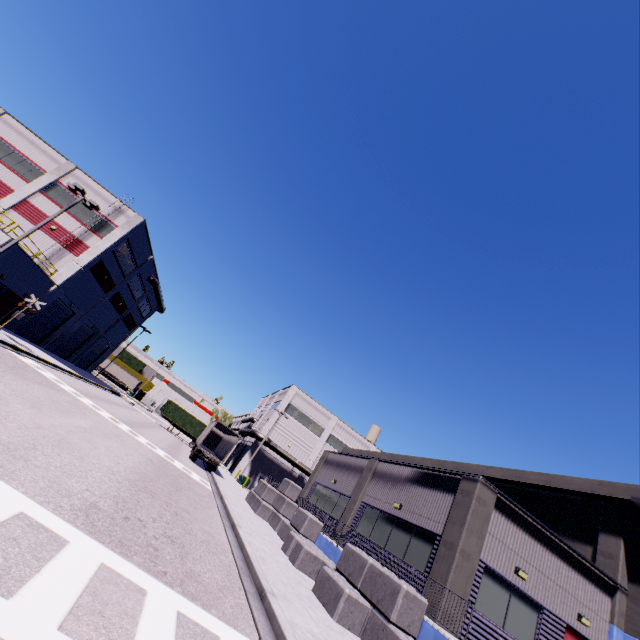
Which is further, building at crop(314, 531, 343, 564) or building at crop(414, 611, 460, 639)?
building at crop(314, 531, 343, 564)

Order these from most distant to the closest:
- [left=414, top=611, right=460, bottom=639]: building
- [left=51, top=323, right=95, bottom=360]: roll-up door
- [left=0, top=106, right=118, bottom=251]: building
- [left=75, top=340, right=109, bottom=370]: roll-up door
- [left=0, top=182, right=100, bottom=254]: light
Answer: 1. [left=75, top=340, right=109, bottom=370]: roll-up door
2. [left=51, top=323, right=95, bottom=360]: roll-up door
3. [left=0, top=106, right=118, bottom=251]: building
4. [left=0, top=182, right=100, bottom=254]: light
5. [left=414, top=611, right=460, bottom=639]: building

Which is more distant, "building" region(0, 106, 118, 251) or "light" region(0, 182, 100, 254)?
"building" region(0, 106, 118, 251)

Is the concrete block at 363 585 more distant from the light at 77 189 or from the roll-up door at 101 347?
the light at 77 189

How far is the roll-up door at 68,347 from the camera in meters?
36.6 m

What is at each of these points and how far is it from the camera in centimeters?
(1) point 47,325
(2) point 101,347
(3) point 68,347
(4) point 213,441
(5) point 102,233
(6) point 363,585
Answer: (1) roll-up door, 3166cm
(2) roll-up door, 4634cm
(3) roll-up door, 3816cm
(4) semi trailer, 4294cm
(5) building, 3103cm
(6) concrete block, 1058cm

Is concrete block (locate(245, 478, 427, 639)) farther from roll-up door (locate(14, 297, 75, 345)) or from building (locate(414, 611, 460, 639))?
roll-up door (locate(14, 297, 75, 345))

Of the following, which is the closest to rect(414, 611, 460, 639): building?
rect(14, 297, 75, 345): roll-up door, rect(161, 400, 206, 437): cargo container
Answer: rect(14, 297, 75, 345): roll-up door
